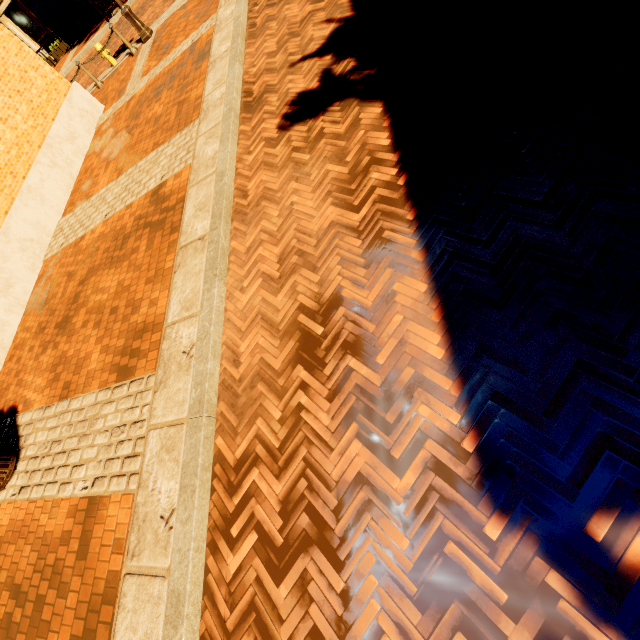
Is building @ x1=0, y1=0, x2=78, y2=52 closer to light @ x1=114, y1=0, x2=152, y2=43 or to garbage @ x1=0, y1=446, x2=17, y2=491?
light @ x1=114, y1=0, x2=152, y2=43

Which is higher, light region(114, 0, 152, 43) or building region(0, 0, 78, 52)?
building region(0, 0, 78, 52)

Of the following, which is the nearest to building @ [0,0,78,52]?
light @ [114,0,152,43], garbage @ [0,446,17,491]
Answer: light @ [114,0,152,43]

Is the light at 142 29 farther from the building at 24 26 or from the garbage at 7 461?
the garbage at 7 461

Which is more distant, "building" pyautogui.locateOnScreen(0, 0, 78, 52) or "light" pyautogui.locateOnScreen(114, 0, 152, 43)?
"building" pyautogui.locateOnScreen(0, 0, 78, 52)

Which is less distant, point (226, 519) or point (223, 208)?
point (226, 519)

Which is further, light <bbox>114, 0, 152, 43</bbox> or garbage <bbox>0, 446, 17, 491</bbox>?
light <bbox>114, 0, 152, 43</bbox>
